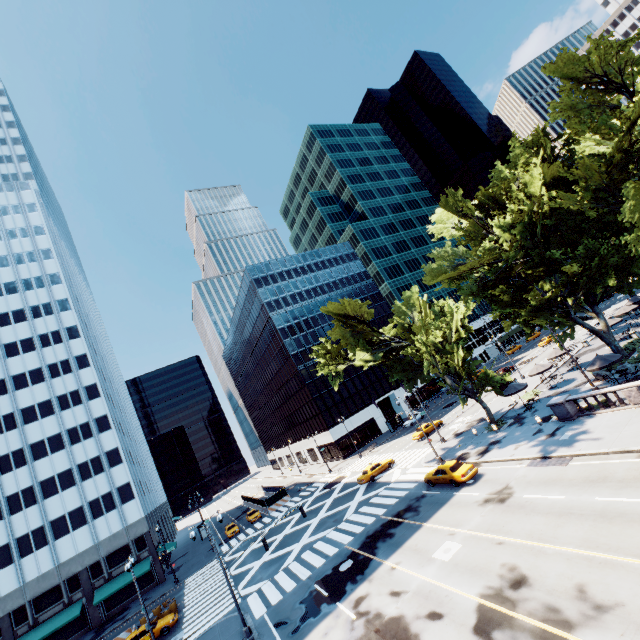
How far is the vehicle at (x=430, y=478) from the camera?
24.6 meters

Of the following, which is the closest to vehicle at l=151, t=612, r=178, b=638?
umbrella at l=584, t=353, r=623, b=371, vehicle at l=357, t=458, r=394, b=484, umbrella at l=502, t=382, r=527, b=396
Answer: vehicle at l=357, t=458, r=394, b=484

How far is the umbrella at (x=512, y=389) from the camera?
33.0m

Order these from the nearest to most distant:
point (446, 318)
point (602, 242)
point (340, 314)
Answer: point (602, 242)
point (446, 318)
point (340, 314)

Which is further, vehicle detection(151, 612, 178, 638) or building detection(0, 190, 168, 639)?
building detection(0, 190, 168, 639)

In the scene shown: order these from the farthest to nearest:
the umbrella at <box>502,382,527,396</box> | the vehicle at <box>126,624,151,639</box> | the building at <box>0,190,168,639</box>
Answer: the building at <box>0,190,168,639</box>
the umbrella at <box>502,382,527,396</box>
the vehicle at <box>126,624,151,639</box>

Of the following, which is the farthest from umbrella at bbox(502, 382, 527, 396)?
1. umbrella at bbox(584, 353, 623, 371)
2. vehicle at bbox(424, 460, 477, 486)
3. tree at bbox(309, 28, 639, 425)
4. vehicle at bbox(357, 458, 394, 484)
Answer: vehicle at bbox(357, 458, 394, 484)

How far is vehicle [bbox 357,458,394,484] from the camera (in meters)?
38.03
